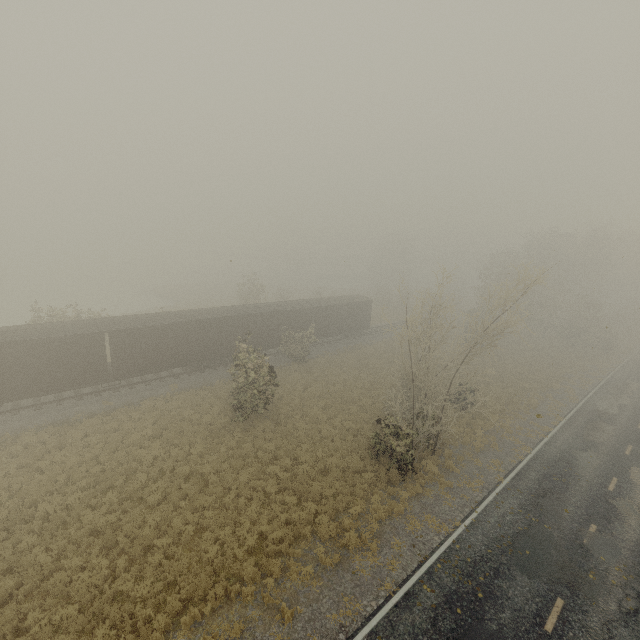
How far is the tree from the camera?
41.50m

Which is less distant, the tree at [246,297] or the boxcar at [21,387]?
the boxcar at [21,387]

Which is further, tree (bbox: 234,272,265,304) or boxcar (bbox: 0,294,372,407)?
tree (bbox: 234,272,265,304)

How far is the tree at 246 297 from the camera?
41.5m

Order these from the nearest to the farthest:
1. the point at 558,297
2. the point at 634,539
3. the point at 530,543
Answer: the point at 530,543 < the point at 634,539 < the point at 558,297
